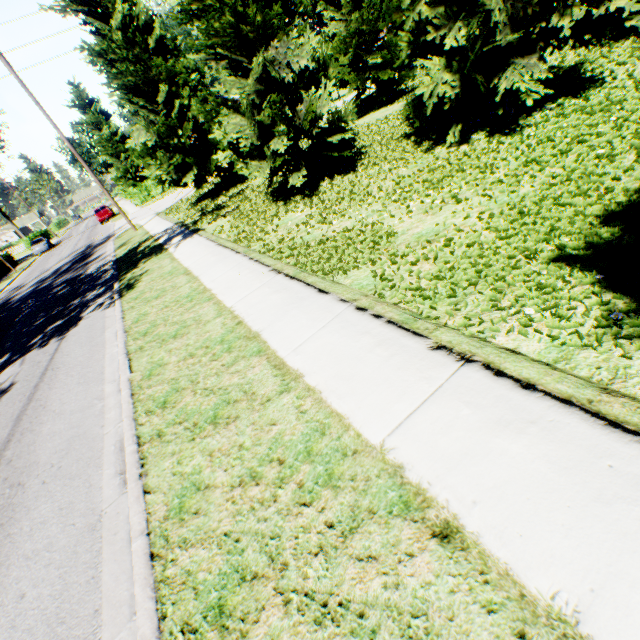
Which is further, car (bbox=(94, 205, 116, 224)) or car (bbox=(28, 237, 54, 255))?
car (bbox=(28, 237, 54, 255))

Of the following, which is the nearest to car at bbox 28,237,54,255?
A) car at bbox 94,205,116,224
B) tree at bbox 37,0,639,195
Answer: car at bbox 94,205,116,224

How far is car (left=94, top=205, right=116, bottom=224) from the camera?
35.7m

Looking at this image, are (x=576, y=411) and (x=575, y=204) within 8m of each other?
yes

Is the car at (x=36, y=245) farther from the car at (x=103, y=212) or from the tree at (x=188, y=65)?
the tree at (x=188, y=65)

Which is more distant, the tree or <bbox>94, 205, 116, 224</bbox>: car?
<bbox>94, 205, 116, 224</bbox>: car

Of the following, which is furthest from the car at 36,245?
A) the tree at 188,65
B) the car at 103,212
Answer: the tree at 188,65
